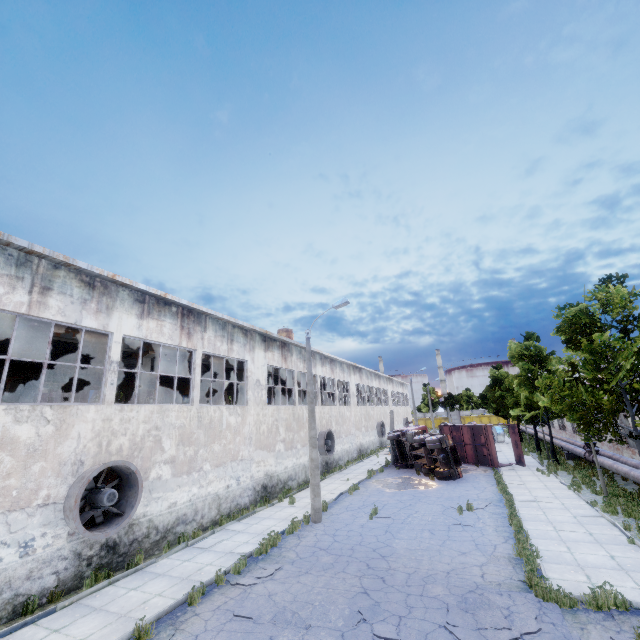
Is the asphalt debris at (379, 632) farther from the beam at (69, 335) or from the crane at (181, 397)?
the crane at (181, 397)

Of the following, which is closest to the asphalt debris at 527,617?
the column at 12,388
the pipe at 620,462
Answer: the pipe at 620,462

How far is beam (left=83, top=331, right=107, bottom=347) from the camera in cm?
1382

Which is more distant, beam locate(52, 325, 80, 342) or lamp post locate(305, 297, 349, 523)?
lamp post locate(305, 297, 349, 523)

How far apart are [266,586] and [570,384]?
24.2 meters

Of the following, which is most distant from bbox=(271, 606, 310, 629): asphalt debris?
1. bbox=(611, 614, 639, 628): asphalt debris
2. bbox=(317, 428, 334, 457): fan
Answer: bbox=(317, 428, 334, 457): fan

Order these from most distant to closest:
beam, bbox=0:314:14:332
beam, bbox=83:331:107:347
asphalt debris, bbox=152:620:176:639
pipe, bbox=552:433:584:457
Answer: pipe, bbox=552:433:584:457
beam, bbox=83:331:107:347
beam, bbox=0:314:14:332
asphalt debris, bbox=152:620:176:639

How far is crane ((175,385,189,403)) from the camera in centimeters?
2456cm
